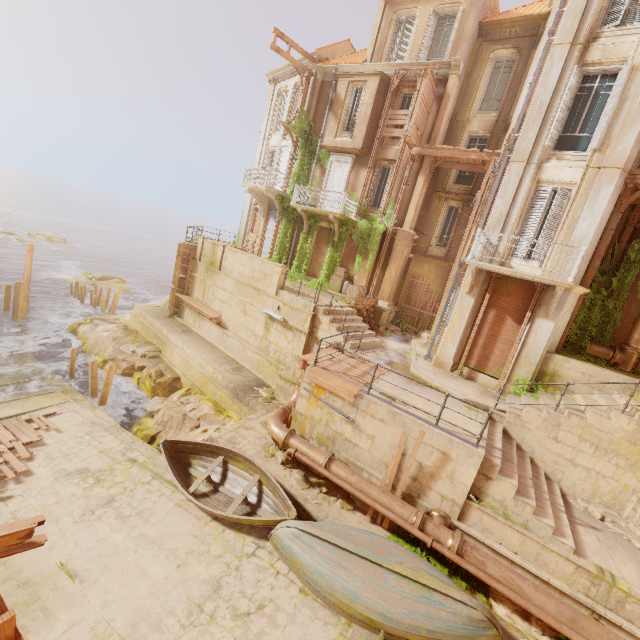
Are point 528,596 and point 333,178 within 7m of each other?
no

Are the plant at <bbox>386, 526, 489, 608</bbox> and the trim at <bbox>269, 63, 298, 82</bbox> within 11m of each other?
no

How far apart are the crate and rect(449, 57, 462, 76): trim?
11.03m

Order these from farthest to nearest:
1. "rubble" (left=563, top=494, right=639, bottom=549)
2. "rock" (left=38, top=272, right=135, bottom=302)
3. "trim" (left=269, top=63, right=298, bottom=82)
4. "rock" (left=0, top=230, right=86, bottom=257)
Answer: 1. "rock" (left=0, top=230, right=86, bottom=257)
2. "rock" (left=38, top=272, right=135, bottom=302)
3. "trim" (left=269, top=63, right=298, bottom=82)
4. "rubble" (left=563, top=494, right=639, bottom=549)

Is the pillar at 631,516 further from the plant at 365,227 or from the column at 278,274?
the column at 278,274

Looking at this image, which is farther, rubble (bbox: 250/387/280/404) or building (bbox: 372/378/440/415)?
rubble (bbox: 250/387/280/404)

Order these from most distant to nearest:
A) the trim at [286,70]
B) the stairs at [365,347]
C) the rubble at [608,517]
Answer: the trim at [286,70] < the stairs at [365,347] < the rubble at [608,517]

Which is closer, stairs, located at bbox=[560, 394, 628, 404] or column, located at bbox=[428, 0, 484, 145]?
stairs, located at bbox=[560, 394, 628, 404]
